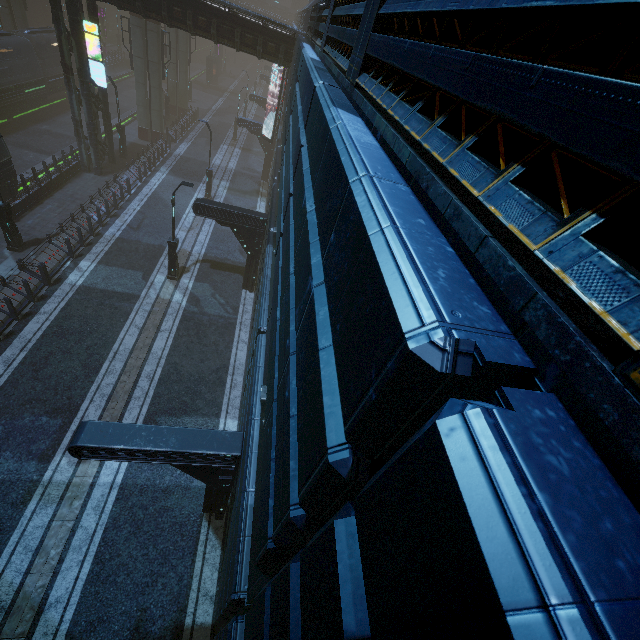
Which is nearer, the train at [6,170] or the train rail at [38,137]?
the train at [6,170]

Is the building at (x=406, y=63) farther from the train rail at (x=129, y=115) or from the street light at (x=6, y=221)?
the street light at (x=6, y=221)

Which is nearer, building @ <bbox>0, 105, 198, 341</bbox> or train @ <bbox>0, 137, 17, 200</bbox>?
building @ <bbox>0, 105, 198, 341</bbox>

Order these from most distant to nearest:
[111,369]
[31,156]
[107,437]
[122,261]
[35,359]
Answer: [31,156] < [122,261] < [111,369] < [35,359] < [107,437]

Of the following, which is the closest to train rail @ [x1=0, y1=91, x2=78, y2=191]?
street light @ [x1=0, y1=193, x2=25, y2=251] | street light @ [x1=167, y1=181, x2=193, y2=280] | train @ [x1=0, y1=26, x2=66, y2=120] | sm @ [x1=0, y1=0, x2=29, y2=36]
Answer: train @ [x1=0, y1=26, x2=66, y2=120]

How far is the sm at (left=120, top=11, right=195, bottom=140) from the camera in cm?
2584

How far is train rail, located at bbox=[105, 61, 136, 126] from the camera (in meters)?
Answer: 36.22

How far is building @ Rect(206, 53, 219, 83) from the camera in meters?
54.5
